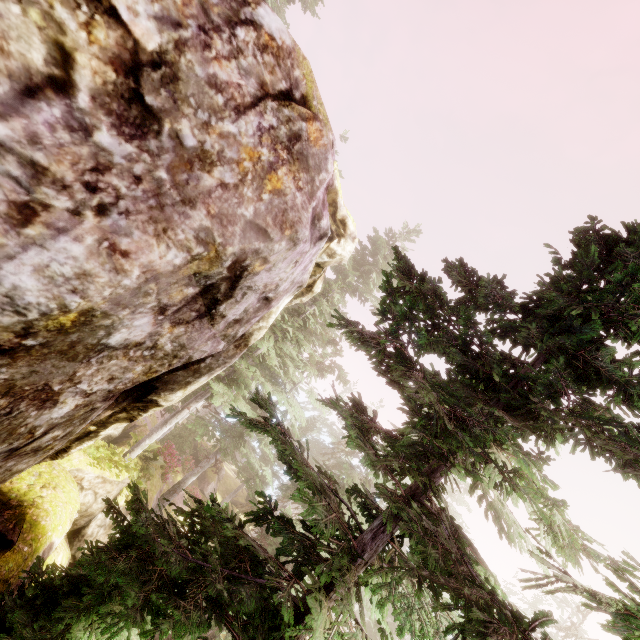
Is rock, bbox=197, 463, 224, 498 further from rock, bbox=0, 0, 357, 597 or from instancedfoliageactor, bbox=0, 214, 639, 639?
rock, bbox=0, 0, 357, 597

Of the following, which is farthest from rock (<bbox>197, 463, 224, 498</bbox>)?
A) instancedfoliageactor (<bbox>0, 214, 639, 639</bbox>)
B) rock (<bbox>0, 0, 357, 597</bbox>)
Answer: rock (<bbox>0, 0, 357, 597</bbox>)

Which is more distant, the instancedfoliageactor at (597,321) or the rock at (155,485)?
the rock at (155,485)

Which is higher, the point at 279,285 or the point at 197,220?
the point at 279,285

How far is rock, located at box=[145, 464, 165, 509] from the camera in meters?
15.9

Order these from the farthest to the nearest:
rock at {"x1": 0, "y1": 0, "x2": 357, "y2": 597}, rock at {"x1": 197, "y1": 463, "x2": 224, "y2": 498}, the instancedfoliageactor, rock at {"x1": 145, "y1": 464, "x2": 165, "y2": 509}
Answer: rock at {"x1": 197, "y1": 463, "x2": 224, "y2": 498} < rock at {"x1": 145, "y1": 464, "x2": 165, "y2": 509} < the instancedfoliageactor < rock at {"x1": 0, "y1": 0, "x2": 357, "y2": 597}

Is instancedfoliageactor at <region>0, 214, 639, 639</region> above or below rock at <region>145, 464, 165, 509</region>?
above

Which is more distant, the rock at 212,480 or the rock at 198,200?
the rock at 212,480
